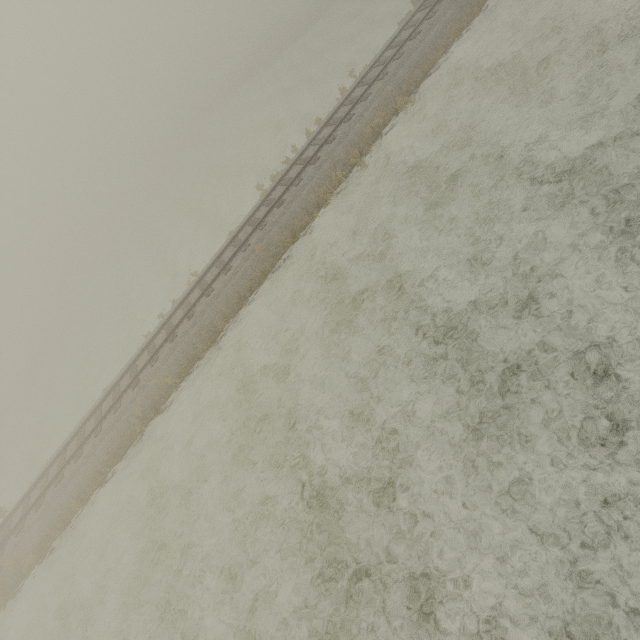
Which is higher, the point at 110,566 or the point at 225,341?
the point at 225,341
